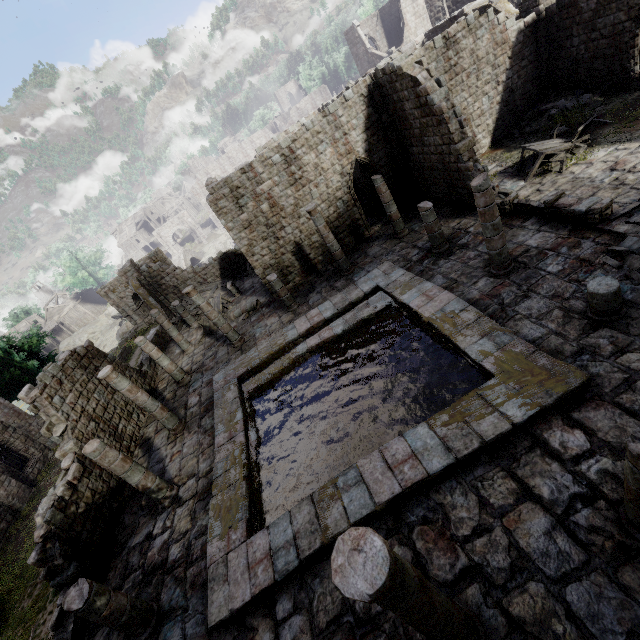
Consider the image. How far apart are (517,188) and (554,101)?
7.4m

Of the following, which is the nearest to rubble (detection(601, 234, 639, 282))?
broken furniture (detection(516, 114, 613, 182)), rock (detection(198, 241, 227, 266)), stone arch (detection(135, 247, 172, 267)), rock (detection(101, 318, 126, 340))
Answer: broken furniture (detection(516, 114, 613, 182))

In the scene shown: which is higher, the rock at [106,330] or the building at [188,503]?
the building at [188,503]

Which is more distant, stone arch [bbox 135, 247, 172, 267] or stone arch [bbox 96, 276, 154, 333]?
stone arch [bbox 96, 276, 154, 333]

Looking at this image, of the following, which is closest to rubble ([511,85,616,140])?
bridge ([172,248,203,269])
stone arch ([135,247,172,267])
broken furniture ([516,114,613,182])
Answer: broken furniture ([516,114,613,182])

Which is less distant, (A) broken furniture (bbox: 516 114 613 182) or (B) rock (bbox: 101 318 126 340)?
(A) broken furniture (bbox: 516 114 613 182)

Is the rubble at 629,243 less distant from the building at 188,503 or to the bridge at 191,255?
the building at 188,503

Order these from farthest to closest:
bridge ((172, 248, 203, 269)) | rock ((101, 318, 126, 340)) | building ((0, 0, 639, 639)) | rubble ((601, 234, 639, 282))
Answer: rock ((101, 318, 126, 340)) < bridge ((172, 248, 203, 269)) < rubble ((601, 234, 639, 282)) < building ((0, 0, 639, 639))
